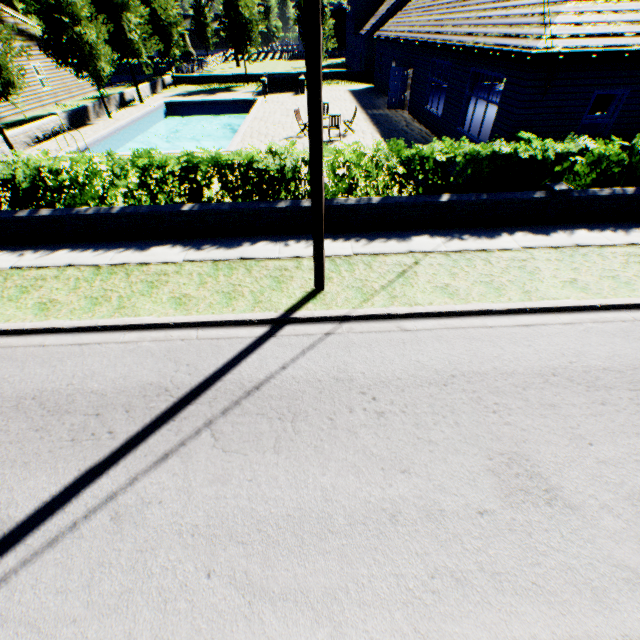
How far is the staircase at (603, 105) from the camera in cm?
1394

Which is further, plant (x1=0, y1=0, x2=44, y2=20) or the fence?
plant (x1=0, y1=0, x2=44, y2=20)

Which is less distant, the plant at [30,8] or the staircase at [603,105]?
the staircase at [603,105]

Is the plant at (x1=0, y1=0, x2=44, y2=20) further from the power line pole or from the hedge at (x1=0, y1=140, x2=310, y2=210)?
the power line pole

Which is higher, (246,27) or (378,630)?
(246,27)

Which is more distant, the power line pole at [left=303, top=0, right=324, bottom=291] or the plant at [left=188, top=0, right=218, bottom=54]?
the plant at [left=188, top=0, right=218, bottom=54]

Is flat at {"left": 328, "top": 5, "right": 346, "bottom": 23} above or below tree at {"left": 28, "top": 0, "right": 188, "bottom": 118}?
above

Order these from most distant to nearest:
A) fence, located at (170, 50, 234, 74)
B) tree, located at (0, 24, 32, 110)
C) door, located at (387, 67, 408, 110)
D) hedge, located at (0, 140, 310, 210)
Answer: fence, located at (170, 50, 234, 74)
door, located at (387, 67, 408, 110)
tree, located at (0, 24, 32, 110)
hedge, located at (0, 140, 310, 210)
